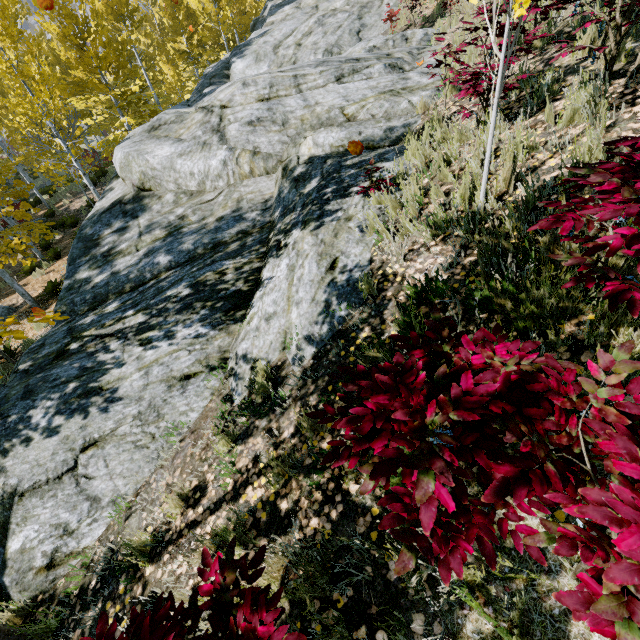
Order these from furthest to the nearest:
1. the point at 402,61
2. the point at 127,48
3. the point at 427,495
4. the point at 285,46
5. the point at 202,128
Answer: the point at 127,48 < the point at 285,46 < the point at 402,61 < the point at 202,128 < the point at 427,495

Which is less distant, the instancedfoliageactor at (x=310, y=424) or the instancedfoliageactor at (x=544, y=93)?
the instancedfoliageactor at (x=310, y=424)

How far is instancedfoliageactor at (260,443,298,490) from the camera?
2.5m

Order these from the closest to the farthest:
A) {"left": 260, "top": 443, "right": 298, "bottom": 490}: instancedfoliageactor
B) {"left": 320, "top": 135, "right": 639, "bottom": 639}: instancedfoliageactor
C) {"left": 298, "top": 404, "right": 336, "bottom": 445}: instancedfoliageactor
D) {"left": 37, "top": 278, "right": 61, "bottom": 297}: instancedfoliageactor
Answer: {"left": 320, "top": 135, "right": 639, "bottom": 639}: instancedfoliageactor → {"left": 298, "top": 404, "right": 336, "bottom": 445}: instancedfoliageactor → {"left": 260, "top": 443, "right": 298, "bottom": 490}: instancedfoliageactor → {"left": 37, "top": 278, "right": 61, "bottom": 297}: instancedfoliageactor

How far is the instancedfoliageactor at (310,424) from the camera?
1.6m
